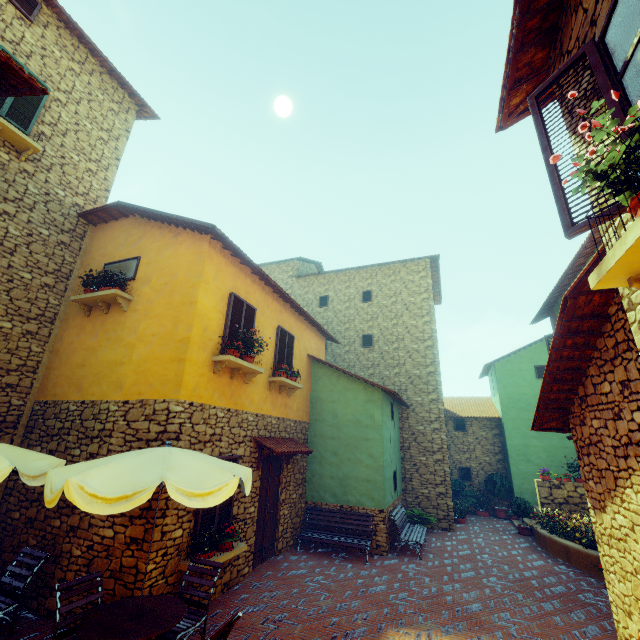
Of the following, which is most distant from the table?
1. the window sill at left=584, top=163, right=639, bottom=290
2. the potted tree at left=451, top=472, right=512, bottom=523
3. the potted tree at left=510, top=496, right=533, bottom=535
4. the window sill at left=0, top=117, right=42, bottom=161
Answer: the potted tree at left=451, top=472, right=512, bottom=523

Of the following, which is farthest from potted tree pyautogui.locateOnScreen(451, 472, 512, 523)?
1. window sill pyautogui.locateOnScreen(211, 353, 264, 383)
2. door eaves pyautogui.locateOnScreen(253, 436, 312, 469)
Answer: window sill pyautogui.locateOnScreen(211, 353, 264, 383)

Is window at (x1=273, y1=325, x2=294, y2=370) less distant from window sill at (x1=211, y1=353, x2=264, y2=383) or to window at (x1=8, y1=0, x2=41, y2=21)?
window sill at (x1=211, y1=353, x2=264, y2=383)

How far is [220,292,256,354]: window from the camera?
7.5 meters

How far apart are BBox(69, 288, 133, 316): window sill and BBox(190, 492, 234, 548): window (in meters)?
3.85

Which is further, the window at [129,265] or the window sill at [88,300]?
the window at [129,265]

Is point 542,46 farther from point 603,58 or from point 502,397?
point 502,397

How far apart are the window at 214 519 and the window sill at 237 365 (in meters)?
1.69
